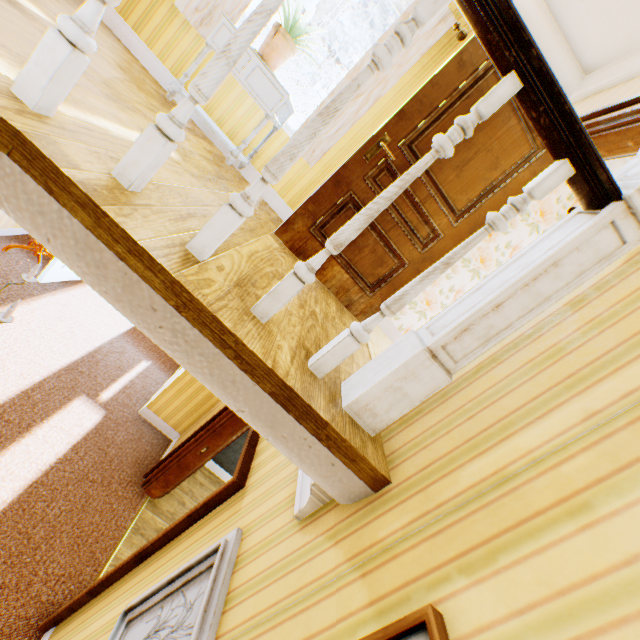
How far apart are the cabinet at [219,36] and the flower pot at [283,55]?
0.0m

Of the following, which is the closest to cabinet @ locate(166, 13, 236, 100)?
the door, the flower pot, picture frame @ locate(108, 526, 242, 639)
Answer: the flower pot

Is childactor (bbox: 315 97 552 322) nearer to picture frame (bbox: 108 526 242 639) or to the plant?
the plant

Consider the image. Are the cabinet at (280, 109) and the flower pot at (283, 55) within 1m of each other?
yes

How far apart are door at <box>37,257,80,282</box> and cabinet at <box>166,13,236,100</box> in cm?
168

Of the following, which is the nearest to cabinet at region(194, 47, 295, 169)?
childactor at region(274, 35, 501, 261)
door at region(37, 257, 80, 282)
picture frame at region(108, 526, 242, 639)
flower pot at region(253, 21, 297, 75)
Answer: flower pot at region(253, 21, 297, 75)

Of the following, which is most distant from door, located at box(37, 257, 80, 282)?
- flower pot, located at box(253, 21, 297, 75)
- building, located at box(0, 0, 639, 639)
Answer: flower pot, located at box(253, 21, 297, 75)

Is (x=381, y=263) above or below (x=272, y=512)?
above
